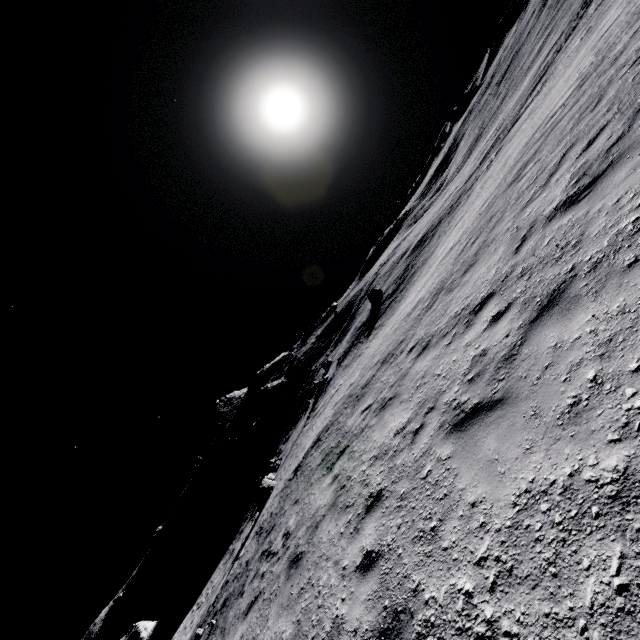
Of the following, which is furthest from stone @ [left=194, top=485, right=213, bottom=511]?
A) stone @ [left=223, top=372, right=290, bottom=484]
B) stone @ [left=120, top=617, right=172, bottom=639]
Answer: stone @ [left=120, top=617, right=172, bottom=639]

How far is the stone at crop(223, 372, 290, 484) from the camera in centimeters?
4981cm

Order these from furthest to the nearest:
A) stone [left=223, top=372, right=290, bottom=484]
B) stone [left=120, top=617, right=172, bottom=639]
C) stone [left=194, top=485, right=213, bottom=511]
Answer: stone [left=194, top=485, right=213, bottom=511], stone [left=223, top=372, right=290, bottom=484], stone [left=120, top=617, right=172, bottom=639]

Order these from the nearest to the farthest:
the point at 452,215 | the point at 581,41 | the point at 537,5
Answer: the point at 581,41
the point at 452,215
the point at 537,5

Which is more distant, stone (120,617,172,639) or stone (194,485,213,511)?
stone (194,485,213,511)

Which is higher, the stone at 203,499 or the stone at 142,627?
the stone at 203,499

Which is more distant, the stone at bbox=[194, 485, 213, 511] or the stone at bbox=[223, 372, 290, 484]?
the stone at bbox=[194, 485, 213, 511]

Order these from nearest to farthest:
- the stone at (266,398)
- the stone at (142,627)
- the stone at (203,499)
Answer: the stone at (142,627) → the stone at (266,398) → the stone at (203,499)
